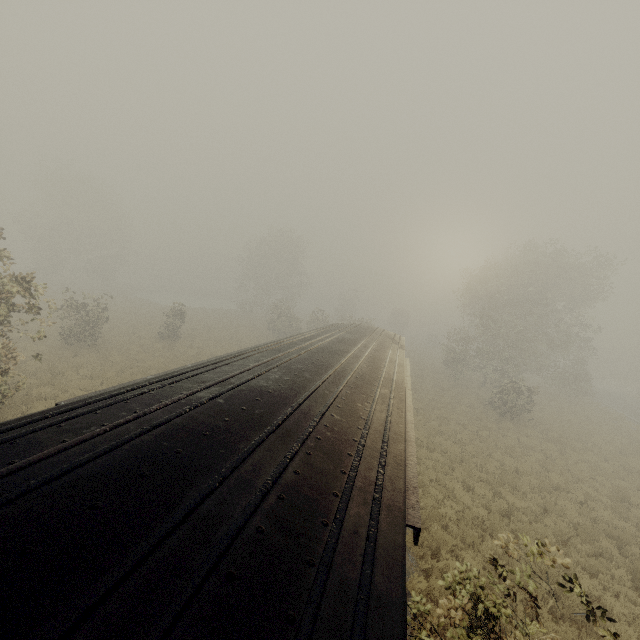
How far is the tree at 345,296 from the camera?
36.94m

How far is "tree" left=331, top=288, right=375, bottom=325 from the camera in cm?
3694

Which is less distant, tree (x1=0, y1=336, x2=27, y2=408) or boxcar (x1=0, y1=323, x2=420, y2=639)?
boxcar (x1=0, y1=323, x2=420, y2=639)

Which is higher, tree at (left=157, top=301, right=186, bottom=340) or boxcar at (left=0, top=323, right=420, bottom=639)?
boxcar at (left=0, top=323, right=420, bottom=639)

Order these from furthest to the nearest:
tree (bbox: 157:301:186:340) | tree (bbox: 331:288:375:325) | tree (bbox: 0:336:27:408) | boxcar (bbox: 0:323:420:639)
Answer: tree (bbox: 331:288:375:325)
tree (bbox: 157:301:186:340)
tree (bbox: 0:336:27:408)
boxcar (bbox: 0:323:420:639)

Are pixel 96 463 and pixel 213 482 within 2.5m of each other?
yes

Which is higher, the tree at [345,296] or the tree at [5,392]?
the tree at [345,296]
